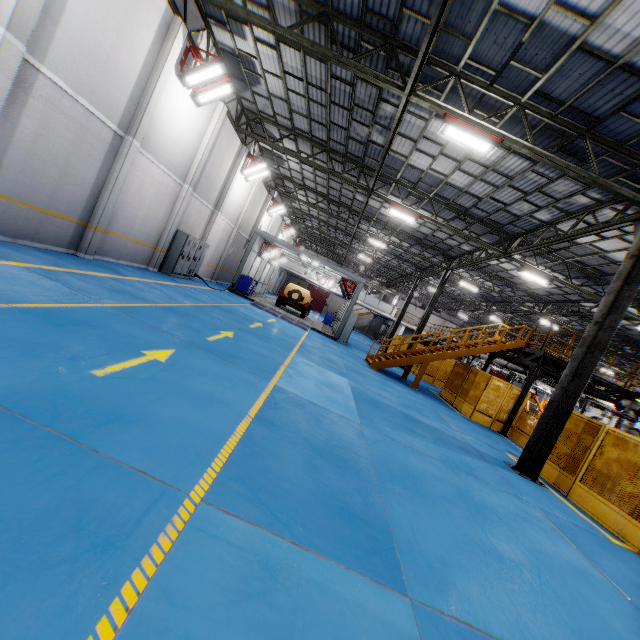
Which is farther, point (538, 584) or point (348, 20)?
point (348, 20)

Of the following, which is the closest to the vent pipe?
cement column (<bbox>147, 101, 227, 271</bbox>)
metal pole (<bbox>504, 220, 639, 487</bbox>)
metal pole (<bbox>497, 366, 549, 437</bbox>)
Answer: metal pole (<bbox>497, 366, 549, 437</bbox>)

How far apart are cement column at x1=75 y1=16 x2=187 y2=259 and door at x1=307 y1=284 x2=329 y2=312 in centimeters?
4384cm

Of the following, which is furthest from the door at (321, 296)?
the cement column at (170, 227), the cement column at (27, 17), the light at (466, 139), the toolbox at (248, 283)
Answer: the cement column at (27, 17)

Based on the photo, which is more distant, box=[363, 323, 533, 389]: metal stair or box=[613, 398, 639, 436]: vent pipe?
box=[363, 323, 533, 389]: metal stair

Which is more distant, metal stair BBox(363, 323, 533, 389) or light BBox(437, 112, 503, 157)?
metal stair BBox(363, 323, 533, 389)

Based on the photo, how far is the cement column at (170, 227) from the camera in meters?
14.0

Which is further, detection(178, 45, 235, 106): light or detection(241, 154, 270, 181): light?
detection(241, 154, 270, 181): light
